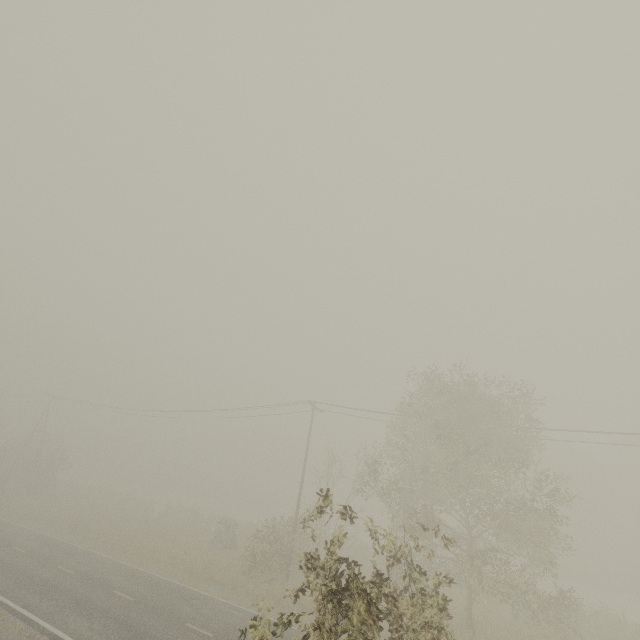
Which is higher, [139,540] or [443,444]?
[443,444]
